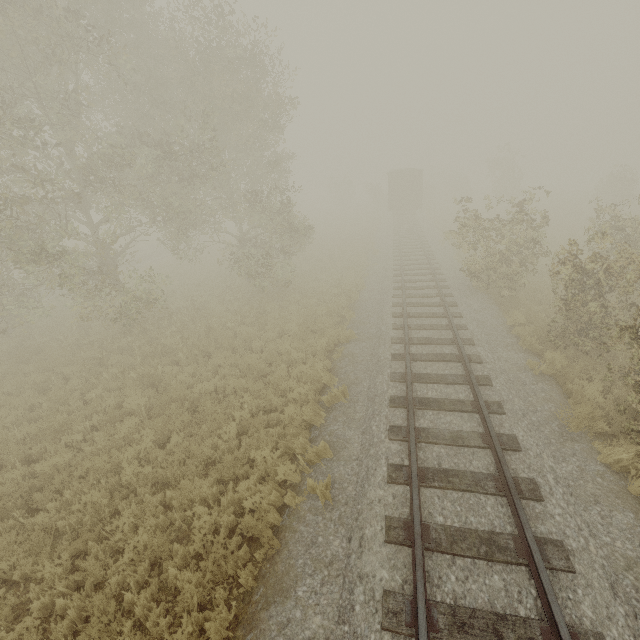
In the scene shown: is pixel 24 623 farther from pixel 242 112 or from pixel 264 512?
pixel 242 112

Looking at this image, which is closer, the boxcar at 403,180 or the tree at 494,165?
the tree at 494,165

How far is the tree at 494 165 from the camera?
12.2m

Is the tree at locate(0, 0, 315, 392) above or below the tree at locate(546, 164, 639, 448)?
above

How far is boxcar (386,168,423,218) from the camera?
31.6 meters

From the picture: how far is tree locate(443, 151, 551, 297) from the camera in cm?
1222

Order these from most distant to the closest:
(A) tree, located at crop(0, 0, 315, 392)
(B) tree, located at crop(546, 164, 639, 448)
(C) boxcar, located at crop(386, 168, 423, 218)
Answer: (C) boxcar, located at crop(386, 168, 423, 218), (A) tree, located at crop(0, 0, 315, 392), (B) tree, located at crop(546, 164, 639, 448)

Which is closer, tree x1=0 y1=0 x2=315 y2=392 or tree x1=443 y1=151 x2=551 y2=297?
tree x1=0 y1=0 x2=315 y2=392
